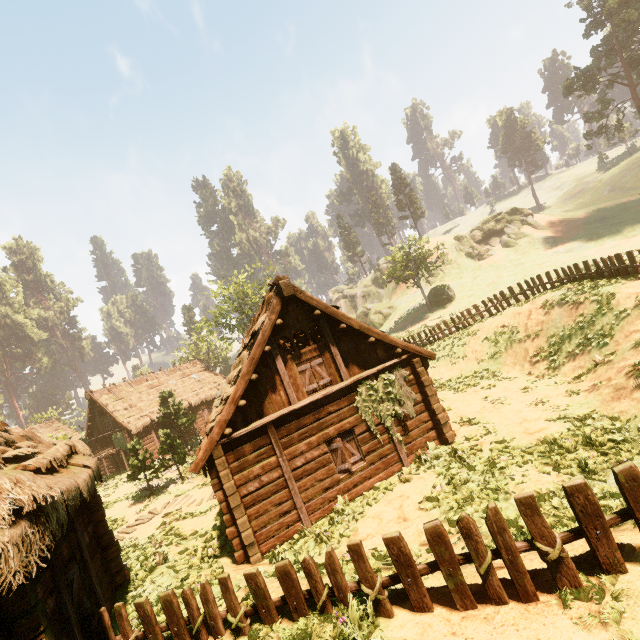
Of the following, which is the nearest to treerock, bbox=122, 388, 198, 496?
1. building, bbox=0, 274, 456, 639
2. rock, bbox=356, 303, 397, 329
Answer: building, bbox=0, 274, 456, 639

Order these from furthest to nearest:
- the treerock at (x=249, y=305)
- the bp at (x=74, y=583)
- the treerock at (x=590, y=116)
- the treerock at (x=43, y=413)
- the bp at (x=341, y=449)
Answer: the treerock at (x=43, y=413) < the treerock at (x=249, y=305) < the treerock at (x=590, y=116) < the bp at (x=341, y=449) < the bp at (x=74, y=583)

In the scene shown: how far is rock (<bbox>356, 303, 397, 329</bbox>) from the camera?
53.9 meters

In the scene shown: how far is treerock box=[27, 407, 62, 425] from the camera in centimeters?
A: 4573cm

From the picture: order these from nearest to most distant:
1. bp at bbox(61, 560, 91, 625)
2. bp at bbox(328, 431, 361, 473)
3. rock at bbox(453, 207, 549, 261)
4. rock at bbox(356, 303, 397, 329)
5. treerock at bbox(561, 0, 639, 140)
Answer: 1. bp at bbox(61, 560, 91, 625)
2. bp at bbox(328, 431, 361, 473)
3. treerock at bbox(561, 0, 639, 140)
4. rock at bbox(453, 207, 549, 261)
5. rock at bbox(356, 303, 397, 329)

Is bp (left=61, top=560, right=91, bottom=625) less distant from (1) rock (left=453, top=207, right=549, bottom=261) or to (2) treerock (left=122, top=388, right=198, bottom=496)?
(2) treerock (left=122, top=388, right=198, bottom=496)

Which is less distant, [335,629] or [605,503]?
[335,629]

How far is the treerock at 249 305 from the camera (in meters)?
37.65
